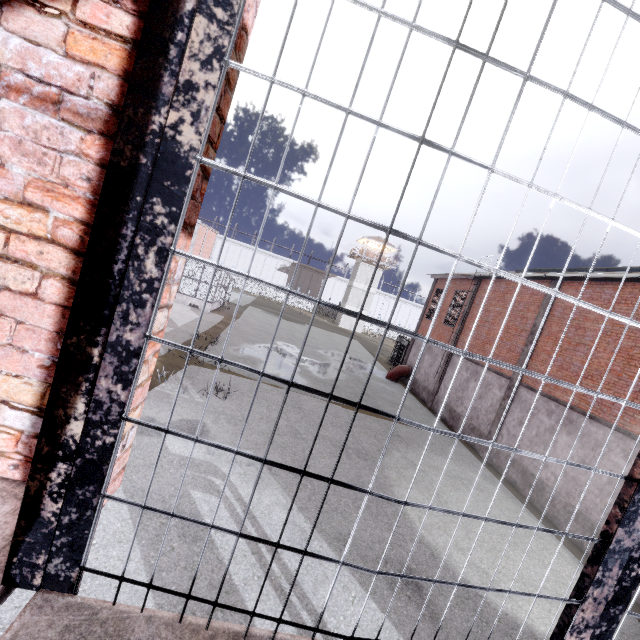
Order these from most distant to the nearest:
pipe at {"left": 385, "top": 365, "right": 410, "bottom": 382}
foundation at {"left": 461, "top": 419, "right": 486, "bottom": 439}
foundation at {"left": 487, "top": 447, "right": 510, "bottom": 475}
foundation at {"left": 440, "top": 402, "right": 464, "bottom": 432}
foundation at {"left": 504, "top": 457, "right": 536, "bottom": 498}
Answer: pipe at {"left": 385, "top": 365, "right": 410, "bottom": 382} → foundation at {"left": 440, "top": 402, "right": 464, "bottom": 432} → foundation at {"left": 461, "top": 419, "right": 486, "bottom": 439} → foundation at {"left": 487, "top": 447, "right": 510, "bottom": 475} → foundation at {"left": 504, "top": 457, "right": 536, "bottom": 498}

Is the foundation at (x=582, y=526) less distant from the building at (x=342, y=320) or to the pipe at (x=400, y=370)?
the pipe at (x=400, y=370)

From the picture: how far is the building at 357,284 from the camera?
52.2 meters

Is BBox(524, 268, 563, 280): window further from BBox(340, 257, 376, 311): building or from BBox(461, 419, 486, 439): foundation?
BBox(340, 257, 376, 311): building

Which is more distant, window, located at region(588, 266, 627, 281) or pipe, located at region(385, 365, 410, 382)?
pipe, located at region(385, 365, 410, 382)

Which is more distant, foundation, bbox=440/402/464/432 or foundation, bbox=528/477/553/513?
foundation, bbox=440/402/464/432

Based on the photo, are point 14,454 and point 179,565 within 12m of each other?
yes
